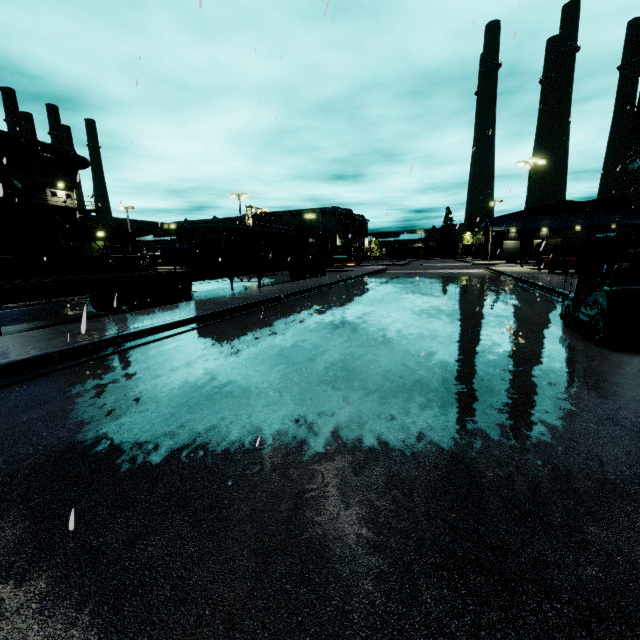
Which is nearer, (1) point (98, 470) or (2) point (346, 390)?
(1) point (98, 470)

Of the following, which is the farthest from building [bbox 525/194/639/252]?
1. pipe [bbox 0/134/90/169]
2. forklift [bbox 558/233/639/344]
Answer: forklift [bbox 558/233/639/344]

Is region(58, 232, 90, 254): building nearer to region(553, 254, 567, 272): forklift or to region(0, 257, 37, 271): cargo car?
region(0, 257, 37, 271): cargo car

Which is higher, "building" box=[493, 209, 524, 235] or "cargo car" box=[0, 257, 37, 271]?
"building" box=[493, 209, 524, 235]

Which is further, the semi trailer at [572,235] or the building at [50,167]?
the semi trailer at [572,235]

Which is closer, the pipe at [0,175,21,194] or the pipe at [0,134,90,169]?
the pipe at [0,175,21,194]

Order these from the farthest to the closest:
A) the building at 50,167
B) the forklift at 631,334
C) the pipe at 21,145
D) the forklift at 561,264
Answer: the building at 50,167
the pipe at 21,145
the forklift at 561,264
the forklift at 631,334
